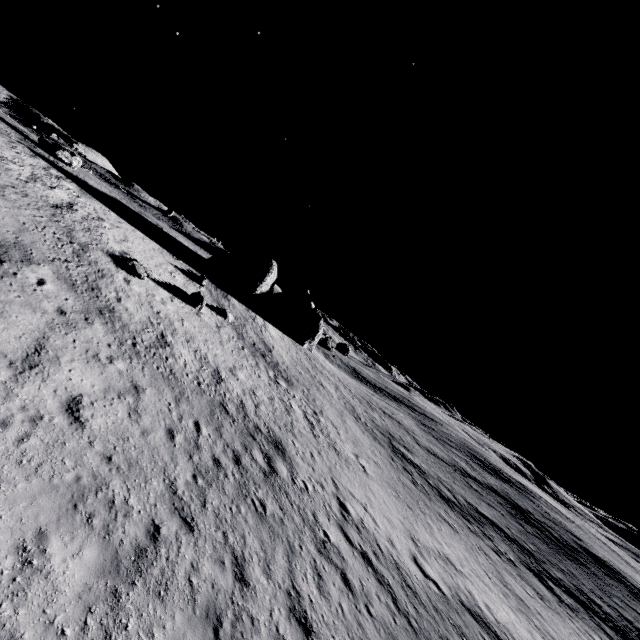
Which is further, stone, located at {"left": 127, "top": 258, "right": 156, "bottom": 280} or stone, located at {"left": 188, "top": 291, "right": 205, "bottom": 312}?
stone, located at {"left": 188, "top": 291, "right": 205, "bottom": 312}

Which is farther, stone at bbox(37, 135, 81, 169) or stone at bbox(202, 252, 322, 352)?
stone at bbox(202, 252, 322, 352)

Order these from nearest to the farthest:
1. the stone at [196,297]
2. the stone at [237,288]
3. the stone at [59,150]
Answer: the stone at [196,297] < the stone at [59,150] < the stone at [237,288]

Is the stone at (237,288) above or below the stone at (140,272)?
above

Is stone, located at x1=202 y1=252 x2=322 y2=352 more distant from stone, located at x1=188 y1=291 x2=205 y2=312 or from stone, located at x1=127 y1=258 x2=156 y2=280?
stone, located at x1=127 y1=258 x2=156 y2=280

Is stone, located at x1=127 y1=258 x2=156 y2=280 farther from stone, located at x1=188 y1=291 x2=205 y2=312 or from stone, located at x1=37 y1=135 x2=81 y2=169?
stone, located at x1=37 y1=135 x2=81 y2=169

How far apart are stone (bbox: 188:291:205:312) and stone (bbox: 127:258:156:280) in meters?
3.6 m

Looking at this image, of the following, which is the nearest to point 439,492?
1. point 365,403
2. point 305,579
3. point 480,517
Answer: point 480,517
